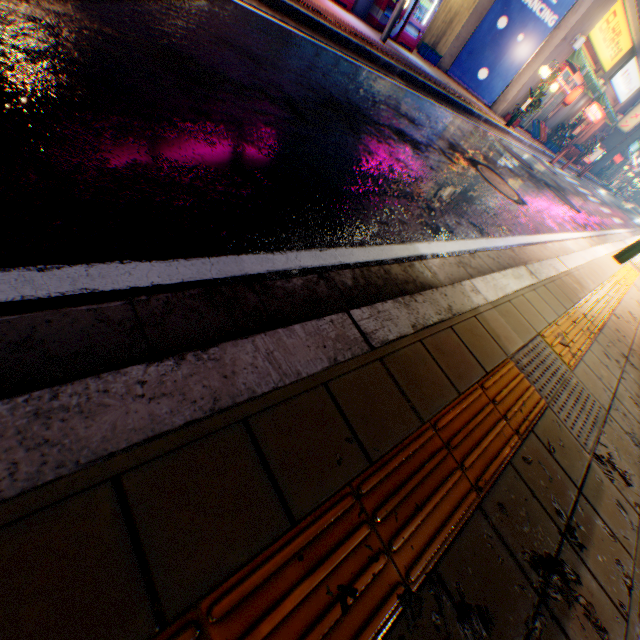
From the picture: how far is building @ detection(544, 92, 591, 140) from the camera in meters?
19.0

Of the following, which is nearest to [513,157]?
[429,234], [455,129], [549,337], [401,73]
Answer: [455,129]

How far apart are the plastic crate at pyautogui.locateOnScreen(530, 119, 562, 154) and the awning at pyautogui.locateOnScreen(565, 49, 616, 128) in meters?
2.1

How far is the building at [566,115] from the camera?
18.97m

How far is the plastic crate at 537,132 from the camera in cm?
1811

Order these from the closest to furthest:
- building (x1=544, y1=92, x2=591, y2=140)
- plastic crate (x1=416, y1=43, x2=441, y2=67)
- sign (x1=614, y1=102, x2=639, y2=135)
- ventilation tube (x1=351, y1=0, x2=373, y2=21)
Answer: ventilation tube (x1=351, y1=0, x2=373, y2=21), plastic crate (x1=416, y1=43, x2=441, y2=67), building (x1=544, y1=92, x2=591, y2=140), sign (x1=614, y1=102, x2=639, y2=135)

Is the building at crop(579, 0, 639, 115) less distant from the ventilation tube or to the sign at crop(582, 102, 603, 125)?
the sign at crop(582, 102, 603, 125)

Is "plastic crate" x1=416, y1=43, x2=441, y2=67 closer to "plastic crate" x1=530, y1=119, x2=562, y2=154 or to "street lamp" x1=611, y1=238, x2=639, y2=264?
"plastic crate" x1=530, y1=119, x2=562, y2=154
